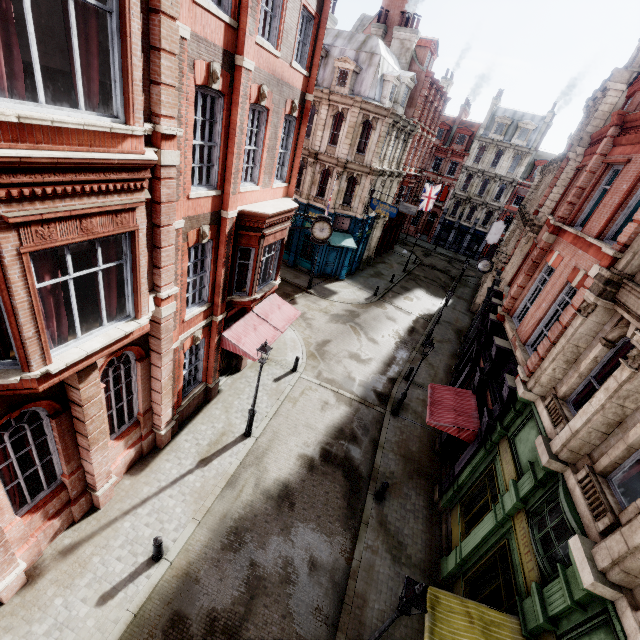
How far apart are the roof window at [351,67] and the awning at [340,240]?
9.91m

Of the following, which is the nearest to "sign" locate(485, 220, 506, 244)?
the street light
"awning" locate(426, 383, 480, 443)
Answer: "awning" locate(426, 383, 480, 443)

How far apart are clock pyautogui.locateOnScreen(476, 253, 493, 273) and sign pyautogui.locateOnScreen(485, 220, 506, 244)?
14.8m

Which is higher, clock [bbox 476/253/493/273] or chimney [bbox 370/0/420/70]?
chimney [bbox 370/0/420/70]

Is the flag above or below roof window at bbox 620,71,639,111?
below

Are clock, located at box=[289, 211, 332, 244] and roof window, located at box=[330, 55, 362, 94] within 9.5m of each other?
no

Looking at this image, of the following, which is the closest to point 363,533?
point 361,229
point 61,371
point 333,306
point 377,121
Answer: point 61,371

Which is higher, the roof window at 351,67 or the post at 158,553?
the roof window at 351,67
